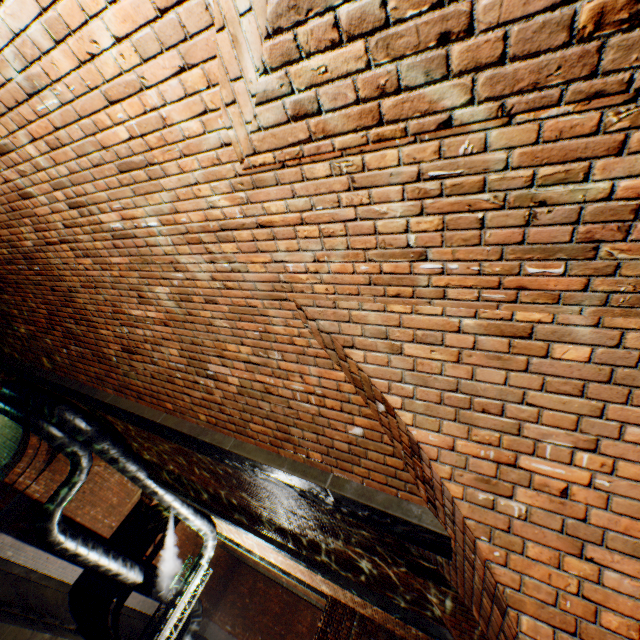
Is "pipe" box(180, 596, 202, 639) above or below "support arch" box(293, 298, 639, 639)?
below

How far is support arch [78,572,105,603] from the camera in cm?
1235

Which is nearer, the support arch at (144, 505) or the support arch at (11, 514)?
the support arch at (11, 514)

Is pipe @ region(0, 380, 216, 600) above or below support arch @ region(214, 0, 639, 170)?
below

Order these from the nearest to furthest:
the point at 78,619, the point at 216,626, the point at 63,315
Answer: the point at 63,315 < the point at 78,619 < the point at 216,626

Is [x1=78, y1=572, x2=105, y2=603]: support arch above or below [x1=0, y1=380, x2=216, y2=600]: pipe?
below

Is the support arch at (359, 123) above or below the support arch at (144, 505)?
above
